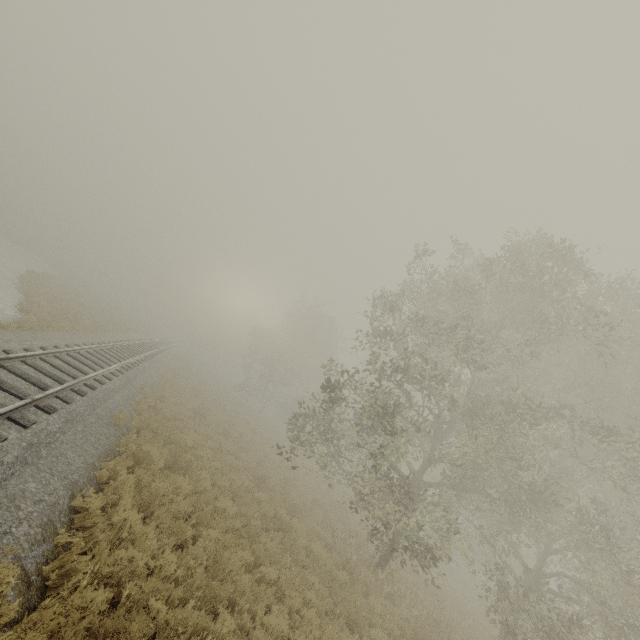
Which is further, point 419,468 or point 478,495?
point 478,495
